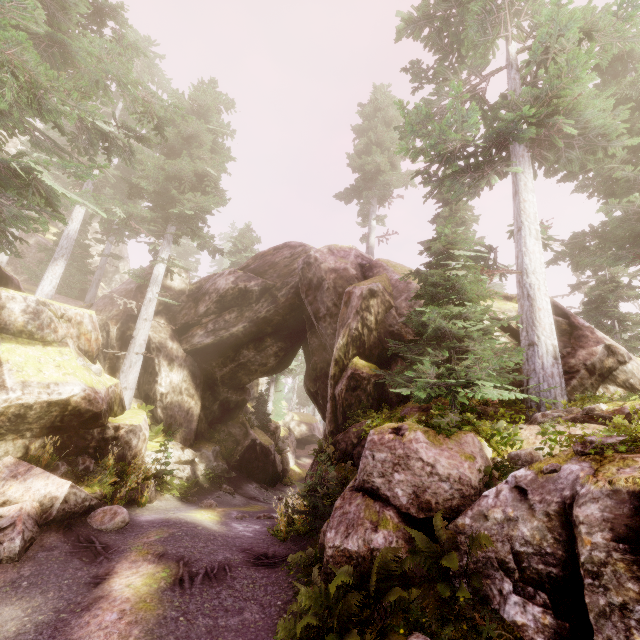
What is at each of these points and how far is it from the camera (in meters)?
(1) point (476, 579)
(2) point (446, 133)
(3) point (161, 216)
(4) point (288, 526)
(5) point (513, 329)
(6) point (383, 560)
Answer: (1) instancedfoliageactor, 4.81
(2) instancedfoliageactor, 10.81
(3) instancedfoliageactor, 17.59
(4) instancedfoliageactor, 10.59
(5) rock, 11.84
(6) instancedfoliageactor, 5.24

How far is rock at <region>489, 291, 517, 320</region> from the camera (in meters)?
12.28

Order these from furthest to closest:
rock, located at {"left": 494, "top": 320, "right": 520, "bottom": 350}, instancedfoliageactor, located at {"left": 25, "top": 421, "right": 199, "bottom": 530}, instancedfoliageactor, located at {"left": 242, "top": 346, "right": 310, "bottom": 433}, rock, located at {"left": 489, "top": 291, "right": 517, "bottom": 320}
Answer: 1. instancedfoliageactor, located at {"left": 242, "top": 346, "right": 310, "bottom": 433}
2. rock, located at {"left": 489, "top": 291, "right": 517, "bottom": 320}
3. rock, located at {"left": 494, "top": 320, "right": 520, "bottom": 350}
4. instancedfoliageactor, located at {"left": 25, "top": 421, "right": 199, "bottom": 530}

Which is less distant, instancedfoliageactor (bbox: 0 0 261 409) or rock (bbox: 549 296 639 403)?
instancedfoliageactor (bbox: 0 0 261 409)

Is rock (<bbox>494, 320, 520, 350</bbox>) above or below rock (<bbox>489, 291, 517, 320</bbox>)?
below

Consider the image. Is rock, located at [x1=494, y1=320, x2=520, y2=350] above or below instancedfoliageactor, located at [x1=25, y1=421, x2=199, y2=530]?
A: above

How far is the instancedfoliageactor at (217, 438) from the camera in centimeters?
1980cm

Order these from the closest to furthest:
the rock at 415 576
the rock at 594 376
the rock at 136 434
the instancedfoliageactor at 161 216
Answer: the rock at 136 434
the rock at 415 576
the instancedfoliageactor at 161 216
the rock at 594 376
